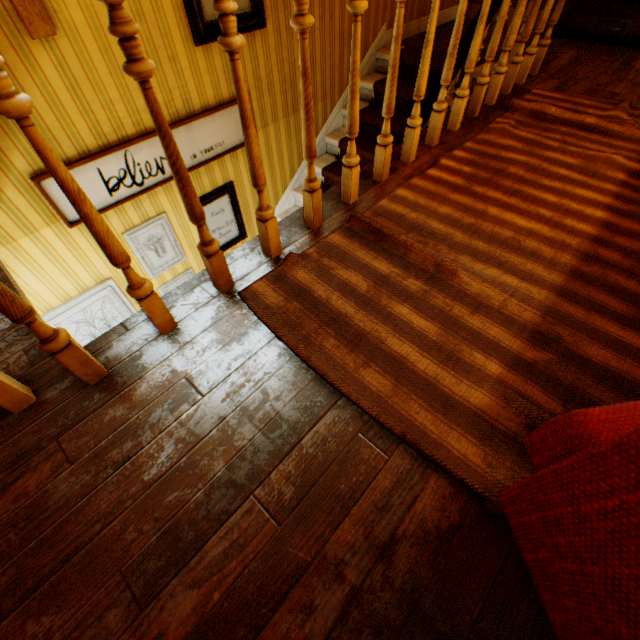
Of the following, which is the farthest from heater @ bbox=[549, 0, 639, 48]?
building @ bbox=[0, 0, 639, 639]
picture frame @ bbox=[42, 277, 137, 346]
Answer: picture frame @ bbox=[42, 277, 137, 346]

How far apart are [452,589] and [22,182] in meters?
3.4

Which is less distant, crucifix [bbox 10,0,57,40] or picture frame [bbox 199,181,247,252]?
crucifix [bbox 10,0,57,40]

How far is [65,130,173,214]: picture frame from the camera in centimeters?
253cm

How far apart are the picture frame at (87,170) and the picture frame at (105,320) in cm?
62

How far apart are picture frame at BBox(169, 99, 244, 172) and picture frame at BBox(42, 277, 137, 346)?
0.6m

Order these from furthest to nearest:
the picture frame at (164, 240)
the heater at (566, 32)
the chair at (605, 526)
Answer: the heater at (566, 32) < the picture frame at (164, 240) < the chair at (605, 526)

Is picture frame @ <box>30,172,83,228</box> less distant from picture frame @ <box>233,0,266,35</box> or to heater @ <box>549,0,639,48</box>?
picture frame @ <box>233,0,266,35</box>
